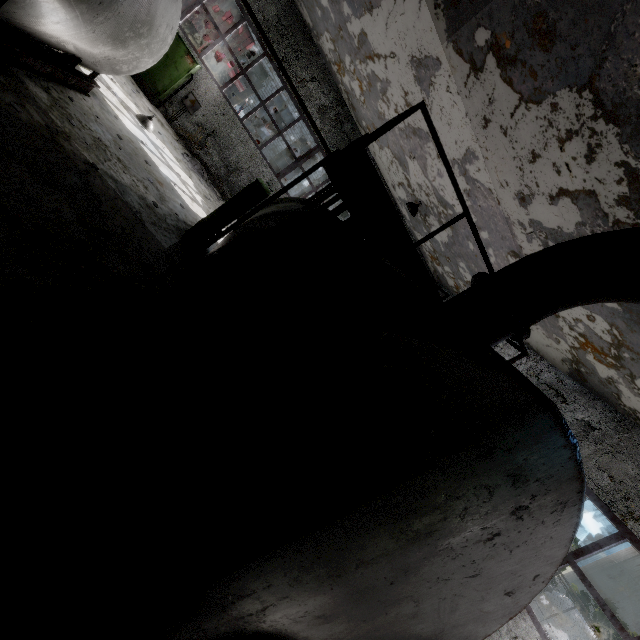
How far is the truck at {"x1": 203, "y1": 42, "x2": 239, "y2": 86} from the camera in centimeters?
1722cm

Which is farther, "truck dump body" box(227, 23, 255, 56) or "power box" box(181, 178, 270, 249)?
"truck dump body" box(227, 23, 255, 56)

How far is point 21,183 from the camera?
4.5 meters

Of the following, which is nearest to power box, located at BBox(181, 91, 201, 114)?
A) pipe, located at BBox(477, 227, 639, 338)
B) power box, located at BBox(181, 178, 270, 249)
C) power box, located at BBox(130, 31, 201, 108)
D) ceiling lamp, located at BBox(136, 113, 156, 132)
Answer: power box, located at BBox(130, 31, 201, 108)

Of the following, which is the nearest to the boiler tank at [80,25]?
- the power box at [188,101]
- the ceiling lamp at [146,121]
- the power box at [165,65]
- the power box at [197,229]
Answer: the ceiling lamp at [146,121]

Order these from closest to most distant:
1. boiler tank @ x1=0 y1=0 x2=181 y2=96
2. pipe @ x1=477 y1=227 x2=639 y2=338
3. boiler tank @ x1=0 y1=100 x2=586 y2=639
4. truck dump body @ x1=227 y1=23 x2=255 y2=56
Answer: boiler tank @ x1=0 y1=100 x2=586 y2=639 < pipe @ x1=477 y1=227 x2=639 y2=338 < boiler tank @ x1=0 y1=0 x2=181 y2=96 < truck dump body @ x1=227 y1=23 x2=255 y2=56

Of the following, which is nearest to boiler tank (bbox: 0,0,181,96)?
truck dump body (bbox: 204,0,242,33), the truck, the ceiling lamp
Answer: the ceiling lamp

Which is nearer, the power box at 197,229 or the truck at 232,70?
the power box at 197,229
